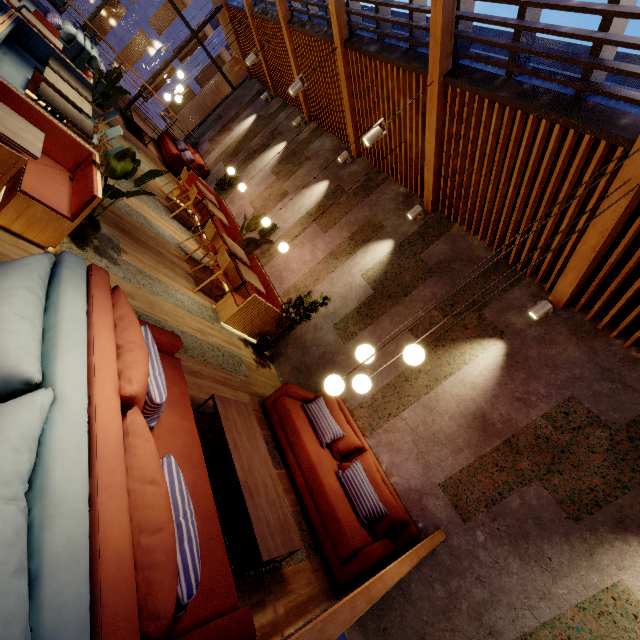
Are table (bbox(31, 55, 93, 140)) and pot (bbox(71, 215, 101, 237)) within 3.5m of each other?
yes

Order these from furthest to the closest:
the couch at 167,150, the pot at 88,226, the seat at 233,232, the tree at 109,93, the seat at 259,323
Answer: the couch at 167,150
the seat at 233,232
the tree at 109,93
the seat at 259,323
the pot at 88,226

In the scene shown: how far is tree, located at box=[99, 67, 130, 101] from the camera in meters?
6.4

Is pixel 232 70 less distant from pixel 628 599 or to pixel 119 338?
pixel 119 338

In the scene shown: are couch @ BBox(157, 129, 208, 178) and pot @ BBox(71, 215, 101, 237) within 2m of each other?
no

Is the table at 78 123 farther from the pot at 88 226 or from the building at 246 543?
the pot at 88 226

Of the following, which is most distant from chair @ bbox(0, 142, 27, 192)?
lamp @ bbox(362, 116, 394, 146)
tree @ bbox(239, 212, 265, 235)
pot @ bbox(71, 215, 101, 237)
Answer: tree @ bbox(239, 212, 265, 235)

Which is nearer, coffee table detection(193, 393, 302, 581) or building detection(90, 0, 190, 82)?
coffee table detection(193, 393, 302, 581)
